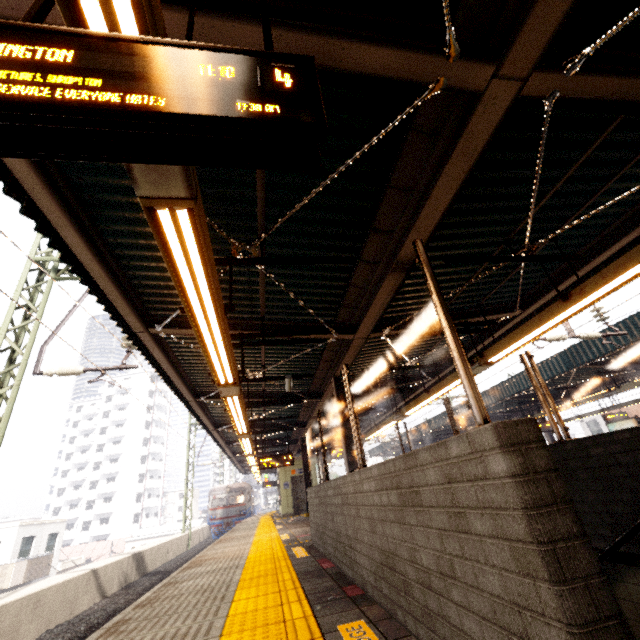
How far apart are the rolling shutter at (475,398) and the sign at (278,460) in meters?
14.0 m

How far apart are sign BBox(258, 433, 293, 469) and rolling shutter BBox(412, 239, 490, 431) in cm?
1404

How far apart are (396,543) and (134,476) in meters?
66.9

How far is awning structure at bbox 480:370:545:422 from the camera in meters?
15.8 m

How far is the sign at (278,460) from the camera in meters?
14.0 m

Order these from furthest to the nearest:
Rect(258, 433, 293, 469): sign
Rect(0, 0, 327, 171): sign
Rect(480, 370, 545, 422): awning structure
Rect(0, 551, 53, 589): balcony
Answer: Rect(0, 551, 53, 589): balcony → Rect(480, 370, 545, 422): awning structure → Rect(258, 433, 293, 469): sign → Rect(0, 0, 327, 171): sign

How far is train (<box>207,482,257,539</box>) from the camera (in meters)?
27.28

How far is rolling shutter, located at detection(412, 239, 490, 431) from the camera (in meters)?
1.43
